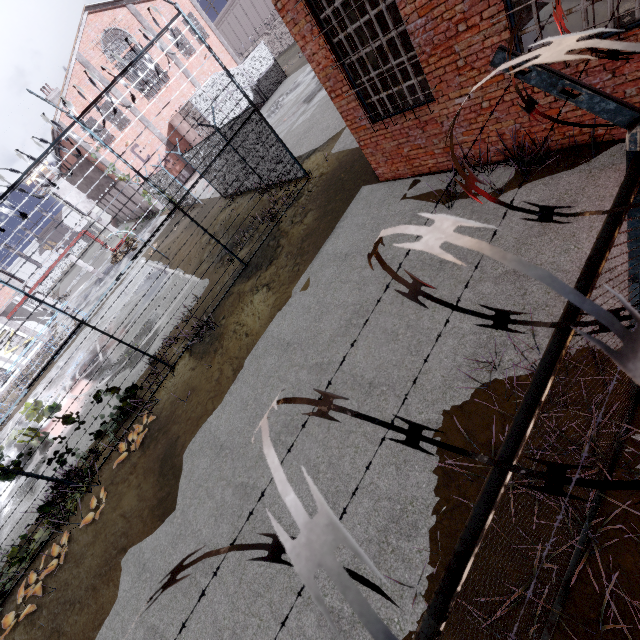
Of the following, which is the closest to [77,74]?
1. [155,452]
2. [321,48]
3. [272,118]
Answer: [272,118]

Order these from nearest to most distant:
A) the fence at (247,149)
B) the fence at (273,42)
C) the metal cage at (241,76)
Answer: the fence at (247,149), the metal cage at (241,76), the fence at (273,42)

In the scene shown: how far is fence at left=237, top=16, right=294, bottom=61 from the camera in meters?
37.8

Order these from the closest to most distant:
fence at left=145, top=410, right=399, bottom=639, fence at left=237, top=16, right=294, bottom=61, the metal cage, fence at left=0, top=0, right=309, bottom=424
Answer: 1. fence at left=145, top=410, right=399, bottom=639
2. fence at left=0, top=0, right=309, bottom=424
3. the metal cage
4. fence at left=237, top=16, right=294, bottom=61

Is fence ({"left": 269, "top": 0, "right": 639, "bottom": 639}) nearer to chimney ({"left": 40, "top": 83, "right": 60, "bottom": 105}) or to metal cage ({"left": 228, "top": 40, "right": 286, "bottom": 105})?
metal cage ({"left": 228, "top": 40, "right": 286, "bottom": 105})

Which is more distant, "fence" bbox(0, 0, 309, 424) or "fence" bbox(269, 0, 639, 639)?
"fence" bbox(0, 0, 309, 424)

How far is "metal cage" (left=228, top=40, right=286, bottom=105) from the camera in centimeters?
2581cm

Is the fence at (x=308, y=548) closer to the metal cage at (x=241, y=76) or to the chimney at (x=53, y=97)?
the metal cage at (x=241, y=76)
